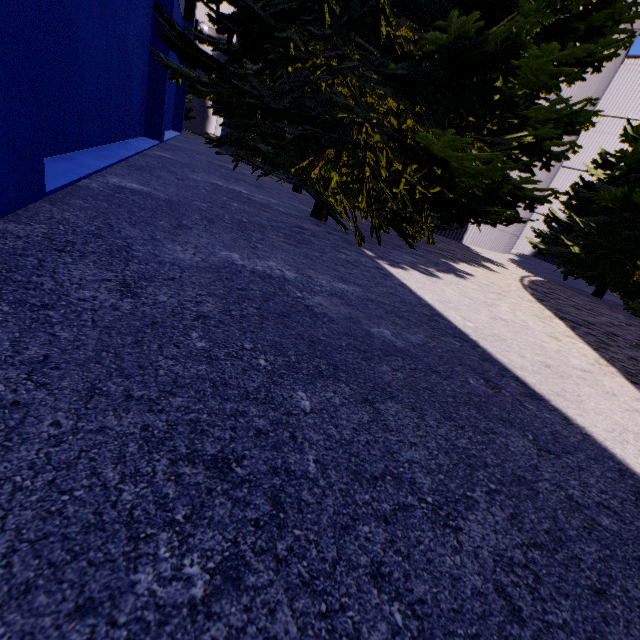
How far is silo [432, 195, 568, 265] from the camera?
13.6 meters

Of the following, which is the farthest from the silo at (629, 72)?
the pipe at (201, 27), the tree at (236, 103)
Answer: the pipe at (201, 27)

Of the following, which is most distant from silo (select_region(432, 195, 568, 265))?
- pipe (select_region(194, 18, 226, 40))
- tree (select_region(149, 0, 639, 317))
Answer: pipe (select_region(194, 18, 226, 40))

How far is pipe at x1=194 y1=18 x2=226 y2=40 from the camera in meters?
20.7 m

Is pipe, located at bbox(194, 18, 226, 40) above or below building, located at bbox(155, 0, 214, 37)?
above

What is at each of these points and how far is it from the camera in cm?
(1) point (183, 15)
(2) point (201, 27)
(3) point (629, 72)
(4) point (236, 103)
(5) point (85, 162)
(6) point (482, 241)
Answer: (1) building, 1603
(2) pipe, 2077
(3) silo, 1894
(4) tree, 385
(5) building, 447
(6) silo, 1426
